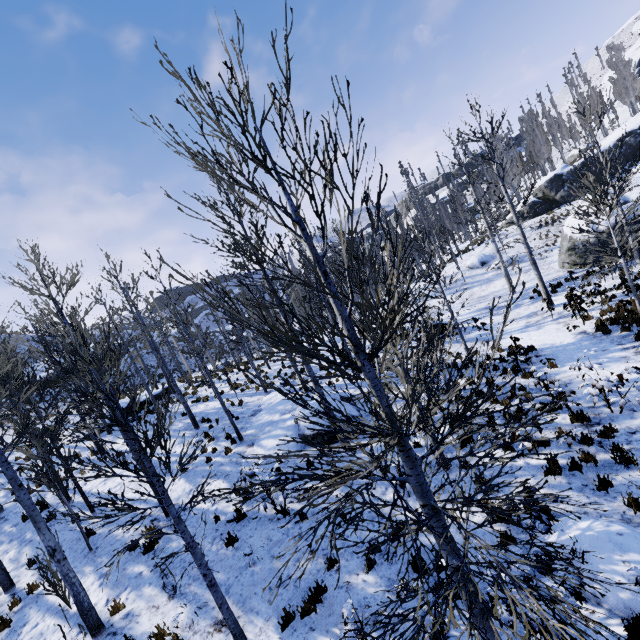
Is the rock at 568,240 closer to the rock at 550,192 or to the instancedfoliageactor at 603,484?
the instancedfoliageactor at 603,484

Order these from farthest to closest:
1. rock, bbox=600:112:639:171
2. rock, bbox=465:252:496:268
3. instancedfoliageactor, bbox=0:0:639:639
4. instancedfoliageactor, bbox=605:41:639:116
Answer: instancedfoliageactor, bbox=605:41:639:116, rock, bbox=600:112:639:171, rock, bbox=465:252:496:268, instancedfoliageactor, bbox=0:0:639:639

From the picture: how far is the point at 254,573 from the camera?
7.0 meters

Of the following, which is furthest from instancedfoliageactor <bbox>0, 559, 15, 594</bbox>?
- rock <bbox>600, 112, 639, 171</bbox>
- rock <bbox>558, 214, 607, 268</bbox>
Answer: rock <bbox>558, 214, 607, 268</bbox>

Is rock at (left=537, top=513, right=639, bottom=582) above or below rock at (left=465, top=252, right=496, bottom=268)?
below

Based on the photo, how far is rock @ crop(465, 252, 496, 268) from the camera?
30.41m

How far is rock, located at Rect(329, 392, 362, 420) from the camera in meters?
12.0 m

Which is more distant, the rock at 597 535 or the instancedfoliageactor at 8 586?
the instancedfoliageactor at 8 586
